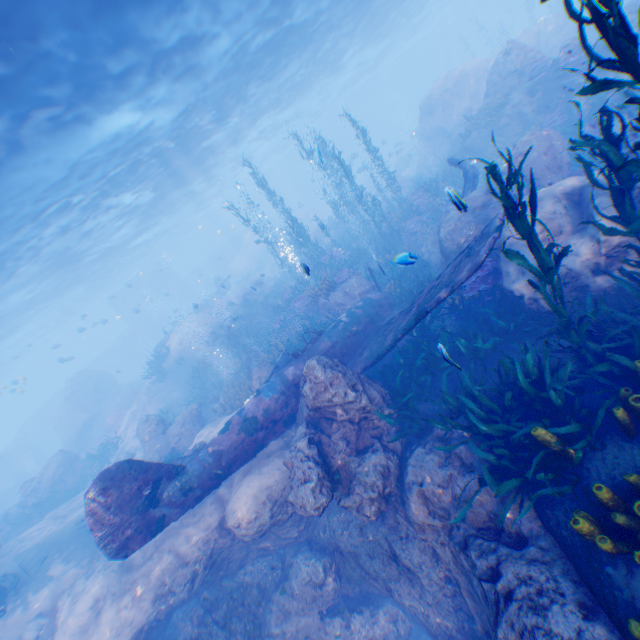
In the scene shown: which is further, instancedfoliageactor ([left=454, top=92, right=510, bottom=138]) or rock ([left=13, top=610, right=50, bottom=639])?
instancedfoliageactor ([left=454, top=92, right=510, bottom=138])

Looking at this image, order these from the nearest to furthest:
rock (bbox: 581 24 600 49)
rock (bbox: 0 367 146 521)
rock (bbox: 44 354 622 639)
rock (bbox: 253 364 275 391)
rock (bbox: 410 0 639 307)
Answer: rock (bbox: 44 354 622 639) < rock (bbox: 410 0 639 307) < rock (bbox: 253 364 275 391) < rock (bbox: 581 24 600 49) < rock (bbox: 0 367 146 521)

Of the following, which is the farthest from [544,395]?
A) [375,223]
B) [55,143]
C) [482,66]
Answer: [482,66]

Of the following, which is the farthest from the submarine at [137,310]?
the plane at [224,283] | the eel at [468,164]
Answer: the eel at [468,164]

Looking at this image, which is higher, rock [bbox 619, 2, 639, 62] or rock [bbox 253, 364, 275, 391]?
rock [bbox 619, 2, 639, 62]

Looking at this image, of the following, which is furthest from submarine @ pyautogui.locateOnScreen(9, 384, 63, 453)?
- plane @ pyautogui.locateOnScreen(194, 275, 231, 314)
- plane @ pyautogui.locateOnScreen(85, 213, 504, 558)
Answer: plane @ pyautogui.locateOnScreen(85, 213, 504, 558)

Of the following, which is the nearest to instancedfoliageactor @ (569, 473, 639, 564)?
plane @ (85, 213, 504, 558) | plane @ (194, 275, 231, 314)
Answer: plane @ (85, 213, 504, 558)
